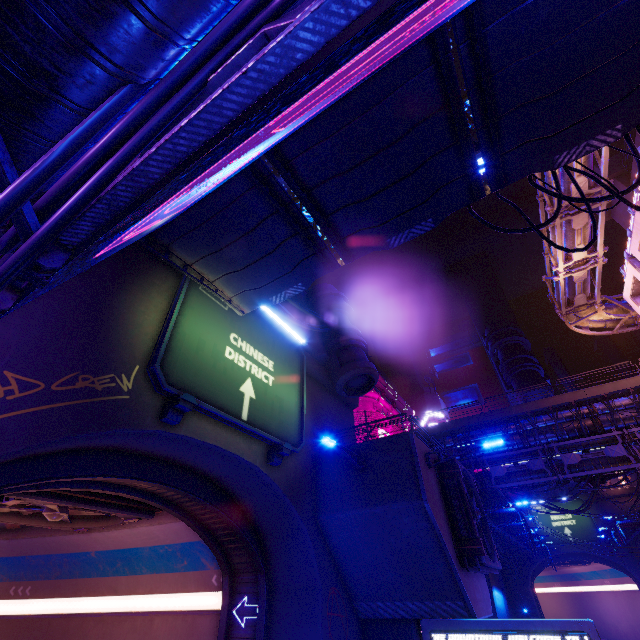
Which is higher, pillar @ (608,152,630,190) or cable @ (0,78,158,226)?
pillar @ (608,152,630,190)

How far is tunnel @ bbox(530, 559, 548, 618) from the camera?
45.81m

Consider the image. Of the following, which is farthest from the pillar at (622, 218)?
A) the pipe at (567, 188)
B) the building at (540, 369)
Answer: the building at (540, 369)

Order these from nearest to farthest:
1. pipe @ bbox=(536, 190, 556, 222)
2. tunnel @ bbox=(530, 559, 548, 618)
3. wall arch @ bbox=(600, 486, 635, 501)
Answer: pipe @ bbox=(536, 190, 556, 222) → wall arch @ bbox=(600, 486, 635, 501) → tunnel @ bbox=(530, 559, 548, 618)

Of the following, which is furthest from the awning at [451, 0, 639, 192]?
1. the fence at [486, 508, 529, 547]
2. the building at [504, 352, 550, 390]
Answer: the building at [504, 352, 550, 390]

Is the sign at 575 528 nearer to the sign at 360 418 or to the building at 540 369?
the building at 540 369

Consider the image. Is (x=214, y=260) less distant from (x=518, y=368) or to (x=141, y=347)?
(x=141, y=347)

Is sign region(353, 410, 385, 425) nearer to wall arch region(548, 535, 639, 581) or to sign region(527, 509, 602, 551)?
wall arch region(548, 535, 639, 581)
